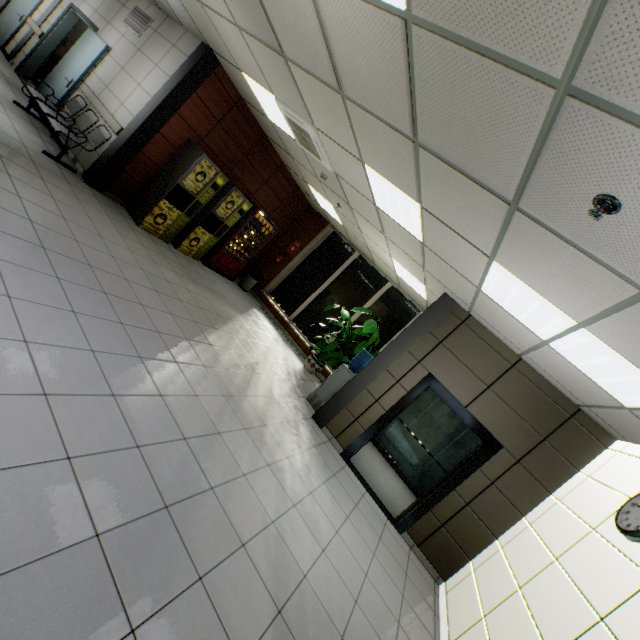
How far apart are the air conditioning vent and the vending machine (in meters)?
2.46

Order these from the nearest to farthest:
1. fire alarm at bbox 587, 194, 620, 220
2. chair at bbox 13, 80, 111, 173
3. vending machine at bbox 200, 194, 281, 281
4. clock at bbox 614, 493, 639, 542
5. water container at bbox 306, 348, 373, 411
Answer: fire alarm at bbox 587, 194, 620, 220, clock at bbox 614, 493, 639, 542, chair at bbox 13, 80, 111, 173, water container at bbox 306, 348, 373, 411, vending machine at bbox 200, 194, 281, 281

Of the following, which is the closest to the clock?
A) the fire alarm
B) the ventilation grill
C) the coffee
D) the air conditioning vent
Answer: the fire alarm

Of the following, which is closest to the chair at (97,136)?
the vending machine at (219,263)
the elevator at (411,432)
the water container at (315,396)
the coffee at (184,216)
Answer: the coffee at (184,216)

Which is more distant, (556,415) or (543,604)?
(556,415)

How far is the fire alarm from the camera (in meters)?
1.71

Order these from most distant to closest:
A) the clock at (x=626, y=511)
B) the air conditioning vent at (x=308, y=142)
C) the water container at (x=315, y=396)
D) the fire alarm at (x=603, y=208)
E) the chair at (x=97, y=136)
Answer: the water container at (x=315, y=396) < the chair at (x=97, y=136) < the air conditioning vent at (x=308, y=142) < the clock at (x=626, y=511) < the fire alarm at (x=603, y=208)

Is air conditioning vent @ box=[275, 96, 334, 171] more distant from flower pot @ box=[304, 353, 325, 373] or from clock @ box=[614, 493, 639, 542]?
clock @ box=[614, 493, 639, 542]
